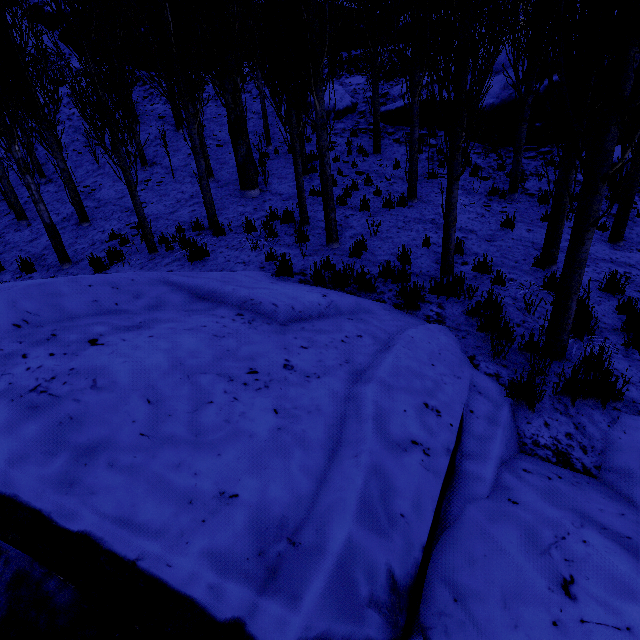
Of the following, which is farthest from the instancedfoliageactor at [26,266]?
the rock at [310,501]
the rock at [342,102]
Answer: the rock at [342,102]

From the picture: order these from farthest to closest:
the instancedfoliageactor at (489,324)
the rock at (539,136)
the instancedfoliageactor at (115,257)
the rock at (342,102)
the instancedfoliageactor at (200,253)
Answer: the rock at (342,102) → the rock at (539,136) → the instancedfoliageactor at (115,257) → the instancedfoliageactor at (200,253) → the instancedfoliageactor at (489,324)

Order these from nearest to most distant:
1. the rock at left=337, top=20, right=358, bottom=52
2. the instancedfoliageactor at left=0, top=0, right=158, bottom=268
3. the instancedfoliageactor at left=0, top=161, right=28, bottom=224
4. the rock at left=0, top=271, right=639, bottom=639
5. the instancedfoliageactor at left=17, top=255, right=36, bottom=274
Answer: the rock at left=0, top=271, right=639, bottom=639 → the instancedfoliageactor at left=0, top=0, right=158, bottom=268 → the instancedfoliageactor at left=17, top=255, right=36, bottom=274 → the instancedfoliageactor at left=0, top=161, right=28, bottom=224 → the rock at left=337, top=20, right=358, bottom=52

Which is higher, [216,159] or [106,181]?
[216,159]

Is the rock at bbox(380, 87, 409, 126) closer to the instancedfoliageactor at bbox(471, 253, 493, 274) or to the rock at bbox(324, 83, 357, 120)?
the instancedfoliageactor at bbox(471, 253, 493, 274)

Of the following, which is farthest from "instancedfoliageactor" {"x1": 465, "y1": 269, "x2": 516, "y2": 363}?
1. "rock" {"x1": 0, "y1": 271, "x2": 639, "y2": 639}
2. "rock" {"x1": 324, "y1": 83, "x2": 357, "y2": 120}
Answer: "rock" {"x1": 324, "y1": 83, "x2": 357, "y2": 120}
